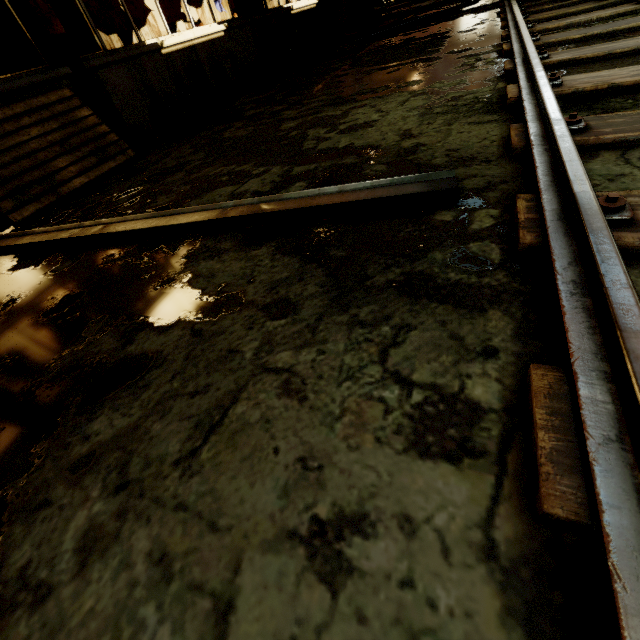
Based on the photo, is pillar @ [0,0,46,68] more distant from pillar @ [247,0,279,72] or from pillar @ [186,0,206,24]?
pillar @ [186,0,206,24]

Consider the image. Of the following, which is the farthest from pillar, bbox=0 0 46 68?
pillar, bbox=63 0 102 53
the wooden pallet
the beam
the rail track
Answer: pillar, bbox=63 0 102 53

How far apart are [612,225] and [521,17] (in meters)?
5.30

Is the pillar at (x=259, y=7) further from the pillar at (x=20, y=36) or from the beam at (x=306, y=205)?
the beam at (x=306, y=205)

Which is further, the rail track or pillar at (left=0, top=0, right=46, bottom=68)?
pillar at (left=0, top=0, right=46, bottom=68)

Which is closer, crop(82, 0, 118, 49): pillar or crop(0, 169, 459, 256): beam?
crop(0, 169, 459, 256): beam

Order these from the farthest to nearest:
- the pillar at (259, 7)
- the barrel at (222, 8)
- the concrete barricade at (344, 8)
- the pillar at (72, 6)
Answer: Answer:
1. the concrete barricade at (344, 8)
2. the barrel at (222, 8)
3. the pillar at (72, 6)
4. the pillar at (259, 7)

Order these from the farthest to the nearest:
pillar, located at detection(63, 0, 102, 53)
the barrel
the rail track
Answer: the barrel
pillar, located at detection(63, 0, 102, 53)
the rail track
